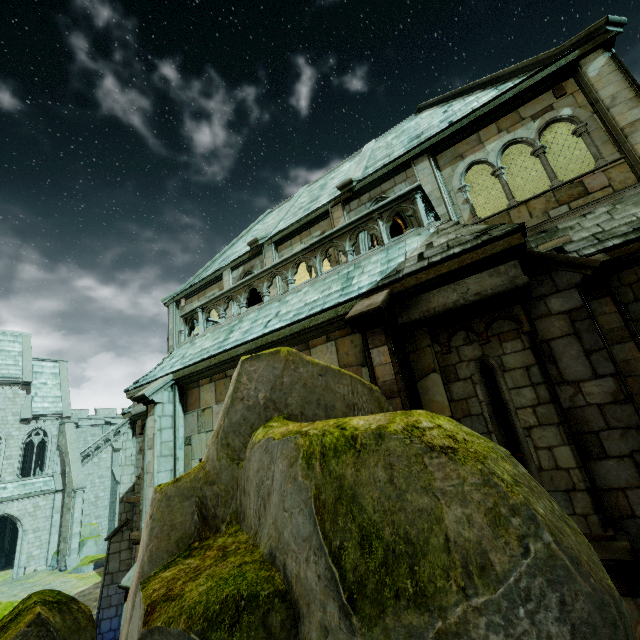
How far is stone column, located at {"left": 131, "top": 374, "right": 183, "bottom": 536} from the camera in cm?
823

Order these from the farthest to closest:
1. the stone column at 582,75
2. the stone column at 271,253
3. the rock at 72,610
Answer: the stone column at 271,253 → the stone column at 582,75 → the rock at 72,610

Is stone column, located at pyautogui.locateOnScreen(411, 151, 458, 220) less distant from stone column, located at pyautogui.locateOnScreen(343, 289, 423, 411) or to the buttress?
stone column, located at pyautogui.locateOnScreen(343, 289, 423, 411)

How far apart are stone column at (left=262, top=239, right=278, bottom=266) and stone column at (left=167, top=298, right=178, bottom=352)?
6.2m

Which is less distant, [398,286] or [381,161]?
[398,286]

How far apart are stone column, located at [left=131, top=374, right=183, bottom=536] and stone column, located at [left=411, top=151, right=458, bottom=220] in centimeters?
833cm

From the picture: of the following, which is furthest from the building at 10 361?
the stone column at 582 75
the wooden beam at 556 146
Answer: the stone column at 582 75

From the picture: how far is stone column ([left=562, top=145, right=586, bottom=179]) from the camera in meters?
10.8
